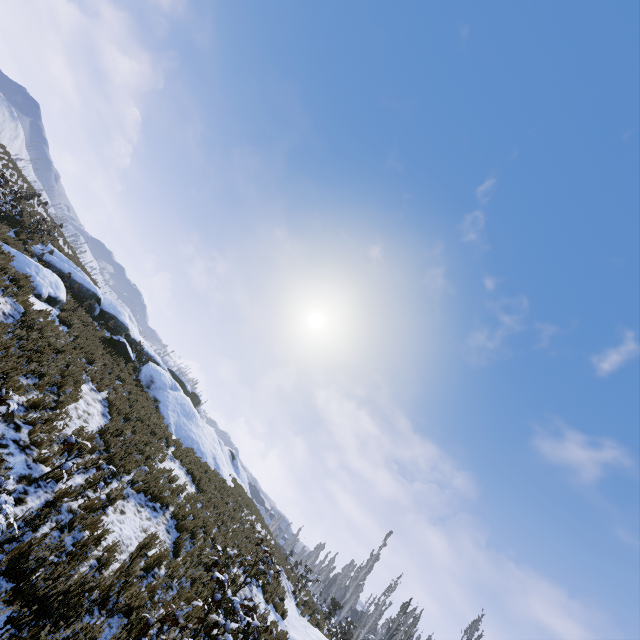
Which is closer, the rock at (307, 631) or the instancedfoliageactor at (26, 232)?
the rock at (307, 631)

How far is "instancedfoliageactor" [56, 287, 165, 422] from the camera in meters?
13.1 m

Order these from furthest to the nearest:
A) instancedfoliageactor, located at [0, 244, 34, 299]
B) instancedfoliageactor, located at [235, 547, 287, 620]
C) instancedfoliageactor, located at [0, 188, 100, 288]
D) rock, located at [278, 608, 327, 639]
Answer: instancedfoliageactor, located at [0, 188, 100, 288] < rock, located at [278, 608, 327, 639] < instancedfoliageactor, located at [235, 547, 287, 620] < instancedfoliageactor, located at [0, 244, 34, 299]

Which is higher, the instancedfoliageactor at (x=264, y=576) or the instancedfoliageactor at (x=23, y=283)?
the instancedfoliageactor at (x=264, y=576)

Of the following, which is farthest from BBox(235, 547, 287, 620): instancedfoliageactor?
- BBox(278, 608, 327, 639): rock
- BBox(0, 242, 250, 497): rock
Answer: BBox(0, 242, 250, 497): rock

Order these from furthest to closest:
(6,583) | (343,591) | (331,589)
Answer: (331,589)
(343,591)
(6,583)

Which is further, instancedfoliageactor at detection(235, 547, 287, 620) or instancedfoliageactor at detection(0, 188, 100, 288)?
instancedfoliageactor at detection(0, 188, 100, 288)
